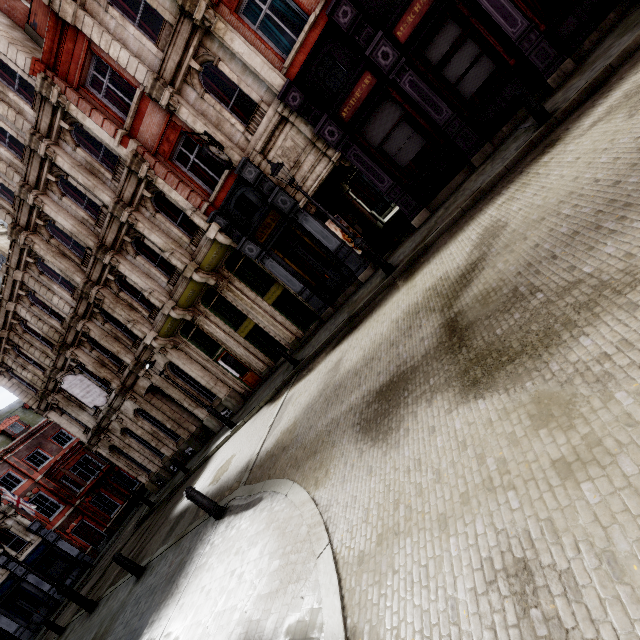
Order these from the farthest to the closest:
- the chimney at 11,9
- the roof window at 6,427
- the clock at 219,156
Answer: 1. the roof window at 6,427
2. the chimney at 11,9
3. the clock at 219,156

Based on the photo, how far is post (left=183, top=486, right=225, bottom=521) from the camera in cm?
685

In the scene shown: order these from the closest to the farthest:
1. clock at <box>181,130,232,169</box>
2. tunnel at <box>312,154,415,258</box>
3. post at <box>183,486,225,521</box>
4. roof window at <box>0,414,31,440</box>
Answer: post at <box>183,486,225,521</box>
clock at <box>181,130,232,169</box>
tunnel at <box>312,154,415,258</box>
roof window at <box>0,414,31,440</box>

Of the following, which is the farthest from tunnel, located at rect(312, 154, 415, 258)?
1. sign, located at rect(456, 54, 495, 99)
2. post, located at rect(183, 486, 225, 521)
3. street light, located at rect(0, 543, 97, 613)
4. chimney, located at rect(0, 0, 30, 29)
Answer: street light, located at rect(0, 543, 97, 613)

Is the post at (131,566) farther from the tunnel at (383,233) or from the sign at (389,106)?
the sign at (389,106)

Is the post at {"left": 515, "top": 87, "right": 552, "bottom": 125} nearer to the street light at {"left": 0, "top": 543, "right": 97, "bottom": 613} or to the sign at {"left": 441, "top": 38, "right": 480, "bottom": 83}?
the sign at {"left": 441, "top": 38, "right": 480, "bottom": 83}

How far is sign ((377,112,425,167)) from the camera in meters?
10.4 m

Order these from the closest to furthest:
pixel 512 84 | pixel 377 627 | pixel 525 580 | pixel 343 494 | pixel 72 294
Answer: pixel 525 580
pixel 377 627
pixel 343 494
pixel 512 84
pixel 72 294
